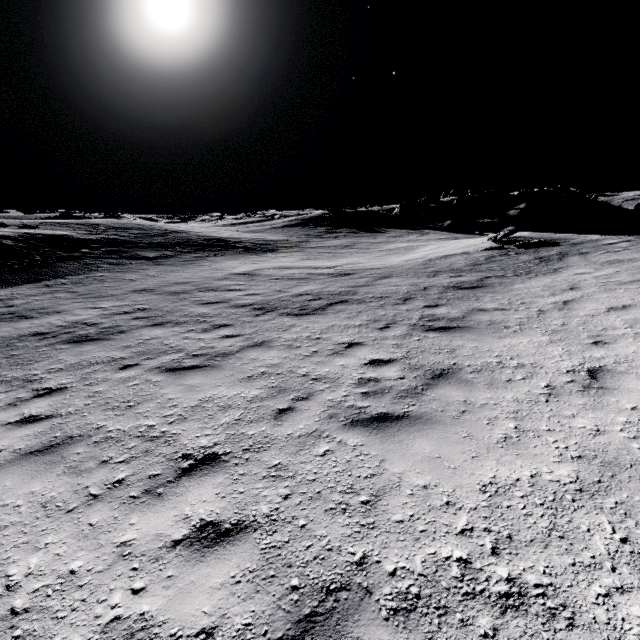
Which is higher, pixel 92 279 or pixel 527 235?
pixel 527 235

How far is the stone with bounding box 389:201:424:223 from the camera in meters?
47.2 m

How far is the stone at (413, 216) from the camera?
47.2m
